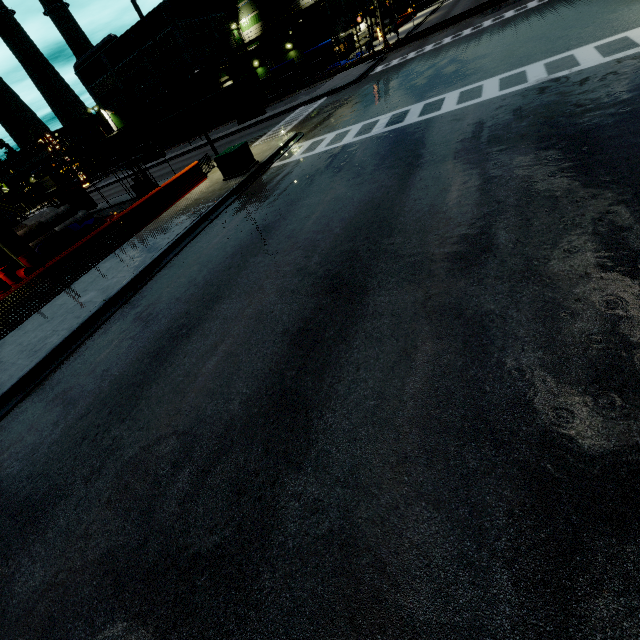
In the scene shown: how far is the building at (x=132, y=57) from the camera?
49.2 meters

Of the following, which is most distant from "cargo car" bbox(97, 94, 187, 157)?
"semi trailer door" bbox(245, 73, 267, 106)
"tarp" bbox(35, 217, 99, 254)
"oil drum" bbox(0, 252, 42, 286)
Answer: "oil drum" bbox(0, 252, 42, 286)

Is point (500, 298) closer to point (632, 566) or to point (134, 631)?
point (632, 566)

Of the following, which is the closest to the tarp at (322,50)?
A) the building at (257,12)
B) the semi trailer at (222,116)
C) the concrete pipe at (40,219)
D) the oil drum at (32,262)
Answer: the semi trailer at (222,116)

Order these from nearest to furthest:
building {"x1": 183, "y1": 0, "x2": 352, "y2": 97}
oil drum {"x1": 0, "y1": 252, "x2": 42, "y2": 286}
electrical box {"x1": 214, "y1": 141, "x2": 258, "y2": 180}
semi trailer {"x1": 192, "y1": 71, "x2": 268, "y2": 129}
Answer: electrical box {"x1": 214, "y1": 141, "x2": 258, "y2": 180}, oil drum {"x1": 0, "y1": 252, "x2": 42, "y2": 286}, semi trailer {"x1": 192, "y1": 71, "x2": 268, "y2": 129}, building {"x1": 183, "y1": 0, "x2": 352, "y2": 97}

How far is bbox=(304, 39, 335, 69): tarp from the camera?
40.7 meters

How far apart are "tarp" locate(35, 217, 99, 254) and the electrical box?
11.40m

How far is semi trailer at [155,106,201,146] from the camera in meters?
37.9 m
